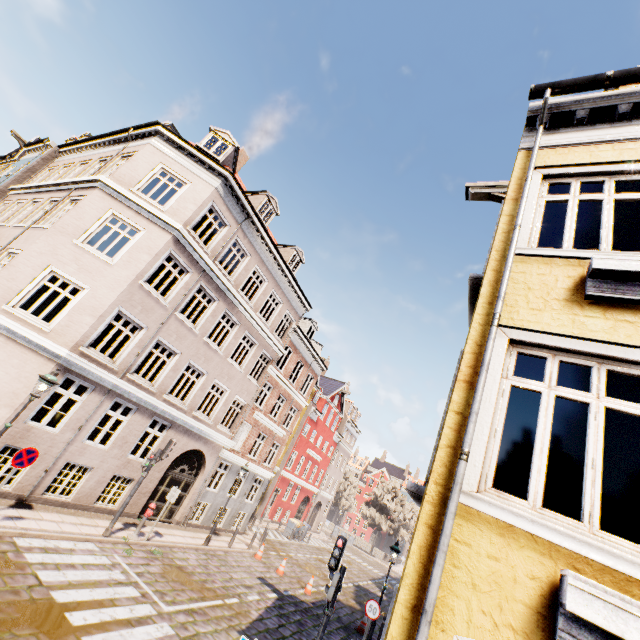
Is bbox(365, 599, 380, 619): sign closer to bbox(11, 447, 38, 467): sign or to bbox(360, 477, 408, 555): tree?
bbox(11, 447, 38, 467): sign

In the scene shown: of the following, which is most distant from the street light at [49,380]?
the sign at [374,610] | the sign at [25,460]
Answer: the sign at [374,610]

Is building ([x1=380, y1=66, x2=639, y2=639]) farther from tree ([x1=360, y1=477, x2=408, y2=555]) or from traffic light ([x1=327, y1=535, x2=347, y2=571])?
tree ([x1=360, y1=477, x2=408, y2=555])

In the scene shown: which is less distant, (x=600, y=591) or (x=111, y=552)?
(x=600, y=591)

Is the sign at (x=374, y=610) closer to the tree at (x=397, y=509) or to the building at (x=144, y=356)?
the tree at (x=397, y=509)

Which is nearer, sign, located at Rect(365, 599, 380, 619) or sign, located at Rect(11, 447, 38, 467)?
sign, located at Rect(11, 447, 38, 467)

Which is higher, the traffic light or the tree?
the tree

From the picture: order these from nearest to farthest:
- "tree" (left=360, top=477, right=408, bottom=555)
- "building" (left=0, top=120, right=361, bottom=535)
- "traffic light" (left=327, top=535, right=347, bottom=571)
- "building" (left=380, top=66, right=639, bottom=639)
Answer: "building" (left=380, top=66, right=639, bottom=639)
"traffic light" (left=327, top=535, right=347, bottom=571)
"building" (left=0, top=120, right=361, bottom=535)
"tree" (left=360, top=477, right=408, bottom=555)
